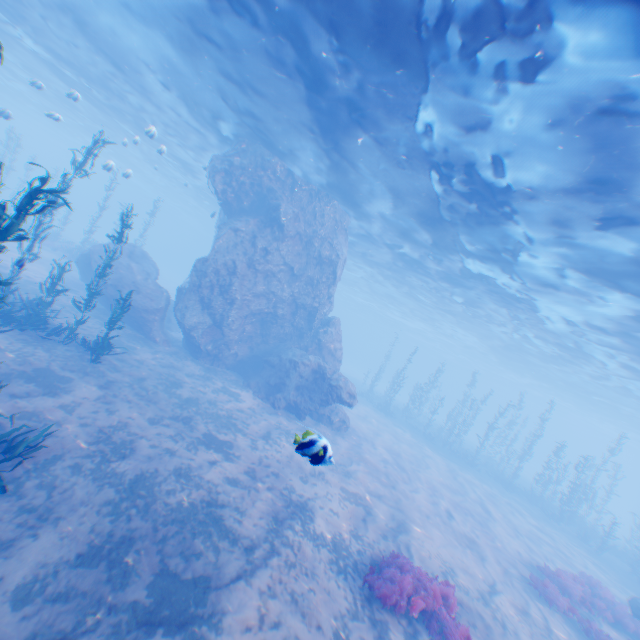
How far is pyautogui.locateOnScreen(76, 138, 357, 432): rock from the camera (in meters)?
17.47

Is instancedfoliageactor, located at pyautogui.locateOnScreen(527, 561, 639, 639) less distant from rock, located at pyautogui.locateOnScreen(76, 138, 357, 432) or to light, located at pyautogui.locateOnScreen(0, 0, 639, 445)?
rock, located at pyautogui.locateOnScreen(76, 138, 357, 432)

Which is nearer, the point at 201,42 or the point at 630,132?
the point at 630,132

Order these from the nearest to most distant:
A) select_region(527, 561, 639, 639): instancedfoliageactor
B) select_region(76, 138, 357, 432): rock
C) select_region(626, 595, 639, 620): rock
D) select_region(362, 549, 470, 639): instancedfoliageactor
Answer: select_region(362, 549, 470, 639): instancedfoliageactor → select_region(527, 561, 639, 639): instancedfoliageactor → select_region(626, 595, 639, 620): rock → select_region(76, 138, 357, 432): rock

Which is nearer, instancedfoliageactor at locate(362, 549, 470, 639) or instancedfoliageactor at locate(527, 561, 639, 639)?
instancedfoliageactor at locate(362, 549, 470, 639)

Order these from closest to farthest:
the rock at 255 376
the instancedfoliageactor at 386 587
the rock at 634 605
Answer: the instancedfoliageactor at 386 587 → the rock at 634 605 → the rock at 255 376

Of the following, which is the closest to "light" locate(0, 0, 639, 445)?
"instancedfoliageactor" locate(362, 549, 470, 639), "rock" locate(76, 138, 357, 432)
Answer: "rock" locate(76, 138, 357, 432)

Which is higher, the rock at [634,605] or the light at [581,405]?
the light at [581,405]
